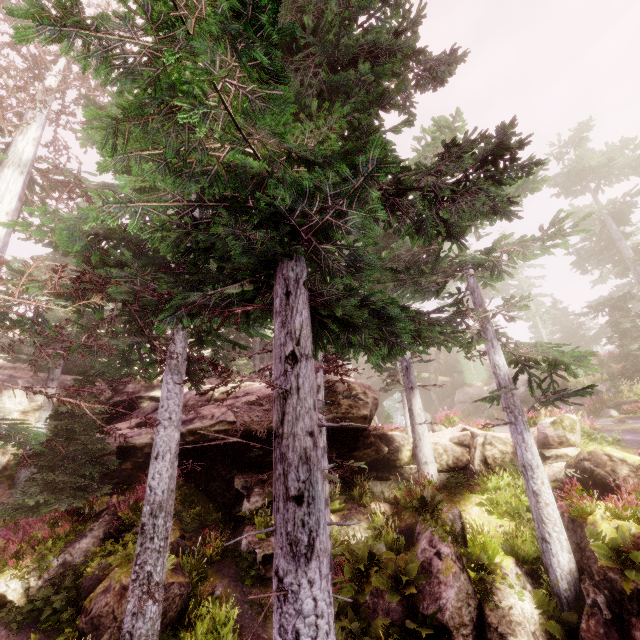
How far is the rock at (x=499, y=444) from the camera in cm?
1468

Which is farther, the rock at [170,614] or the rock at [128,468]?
the rock at [128,468]

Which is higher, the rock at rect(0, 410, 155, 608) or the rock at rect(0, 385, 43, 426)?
the rock at rect(0, 385, 43, 426)

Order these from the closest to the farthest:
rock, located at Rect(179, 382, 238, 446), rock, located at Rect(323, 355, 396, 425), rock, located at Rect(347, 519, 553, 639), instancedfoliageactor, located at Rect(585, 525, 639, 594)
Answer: instancedfoliageactor, located at Rect(585, 525, 639, 594), rock, located at Rect(347, 519, 553, 639), rock, located at Rect(179, 382, 238, 446), rock, located at Rect(323, 355, 396, 425)

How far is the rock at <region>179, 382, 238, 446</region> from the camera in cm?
1257

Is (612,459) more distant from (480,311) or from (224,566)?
(224,566)

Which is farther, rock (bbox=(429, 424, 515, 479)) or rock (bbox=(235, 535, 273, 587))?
rock (bbox=(429, 424, 515, 479))
